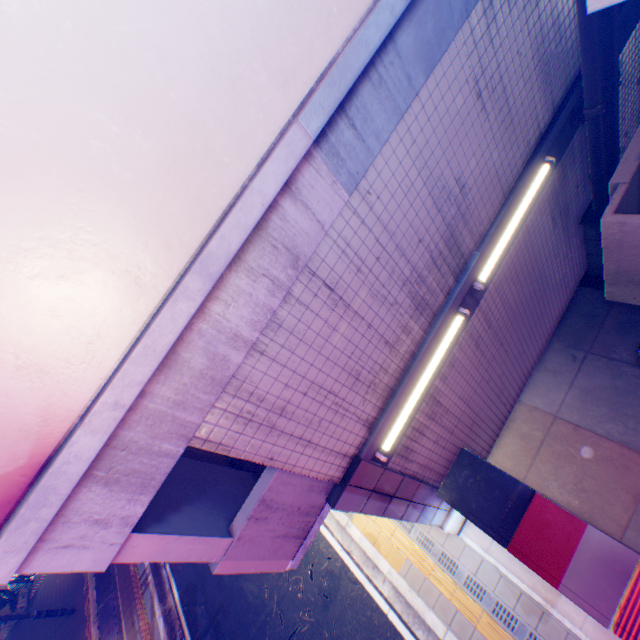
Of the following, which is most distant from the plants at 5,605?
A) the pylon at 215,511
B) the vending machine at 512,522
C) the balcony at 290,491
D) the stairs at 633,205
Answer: the stairs at 633,205

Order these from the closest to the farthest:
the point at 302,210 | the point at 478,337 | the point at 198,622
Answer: the point at 302,210 → the point at 478,337 → the point at 198,622

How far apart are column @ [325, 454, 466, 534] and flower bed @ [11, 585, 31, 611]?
19.86m

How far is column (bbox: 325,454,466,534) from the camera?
3.9 meters

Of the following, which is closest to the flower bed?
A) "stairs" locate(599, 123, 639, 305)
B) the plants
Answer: the plants

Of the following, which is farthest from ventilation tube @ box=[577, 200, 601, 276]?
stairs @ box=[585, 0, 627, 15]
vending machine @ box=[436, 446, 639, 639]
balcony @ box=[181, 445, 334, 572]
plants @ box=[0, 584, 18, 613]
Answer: plants @ box=[0, 584, 18, 613]

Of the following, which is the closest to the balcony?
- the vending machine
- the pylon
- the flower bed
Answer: the pylon

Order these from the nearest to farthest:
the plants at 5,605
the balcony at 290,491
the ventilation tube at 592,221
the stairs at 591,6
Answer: the stairs at 591,6, the balcony at 290,491, the ventilation tube at 592,221, the plants at 5,605
